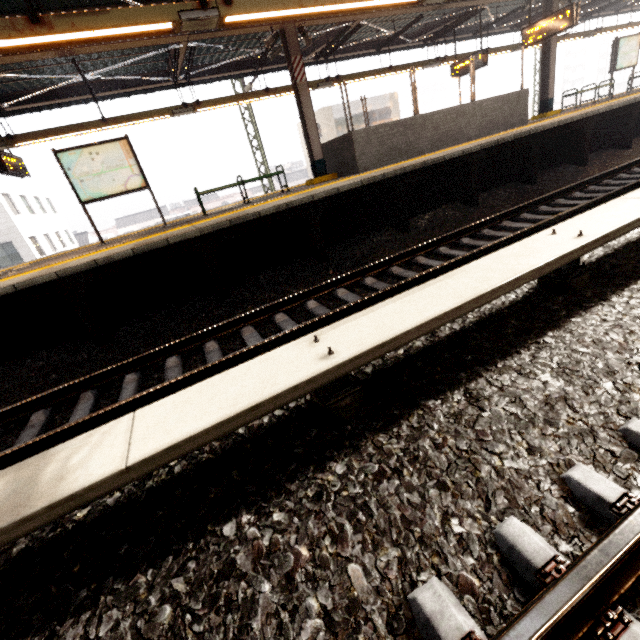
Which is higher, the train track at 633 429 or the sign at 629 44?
the sign at 629 44

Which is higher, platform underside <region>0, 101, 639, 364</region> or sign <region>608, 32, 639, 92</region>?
sign <region>608, 32, 639, 92</region>

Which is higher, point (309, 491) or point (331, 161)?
point (331, 161)

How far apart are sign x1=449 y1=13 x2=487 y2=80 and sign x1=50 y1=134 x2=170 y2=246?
11.95m

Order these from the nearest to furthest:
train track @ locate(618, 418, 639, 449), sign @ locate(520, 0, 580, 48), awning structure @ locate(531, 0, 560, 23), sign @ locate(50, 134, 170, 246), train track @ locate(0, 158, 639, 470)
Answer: train track @ locate(618, 418, 639, 449) < train track @ locate(0, 158, 639, 470) < sign @ locate(50, 134, 170, 246) < sign @ locate(520, 0, 580, 48) < awning structure @ locate(531, 0, 560, 23)

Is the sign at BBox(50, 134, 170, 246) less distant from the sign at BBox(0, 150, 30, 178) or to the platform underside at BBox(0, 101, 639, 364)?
the sign at BBox(0, 150, 30, 178)

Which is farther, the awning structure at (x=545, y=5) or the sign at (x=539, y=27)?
the awning structure at (x=545, y=5)

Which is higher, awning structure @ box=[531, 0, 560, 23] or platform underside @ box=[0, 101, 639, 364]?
awning structure @ box=[531, 0, 560, 23]
